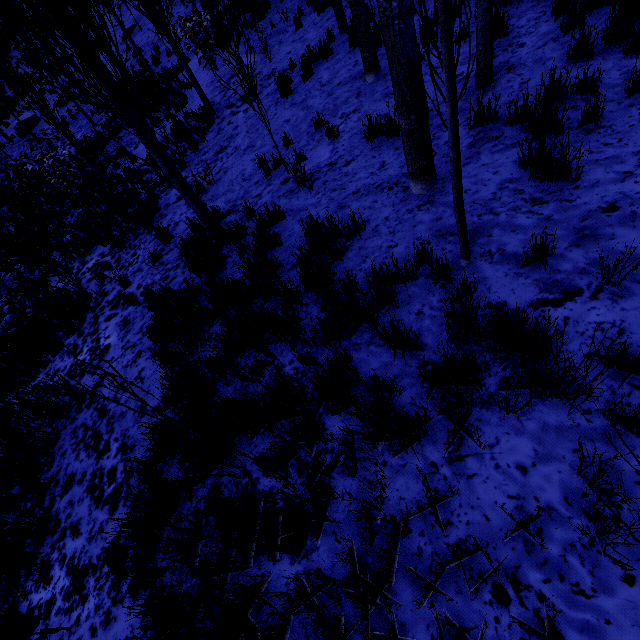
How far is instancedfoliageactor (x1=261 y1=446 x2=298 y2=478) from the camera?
2.50m

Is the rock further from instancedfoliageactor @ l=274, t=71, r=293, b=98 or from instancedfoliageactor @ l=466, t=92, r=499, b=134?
instancedfoliageactor @ l=466, t=92, r=499, b=134

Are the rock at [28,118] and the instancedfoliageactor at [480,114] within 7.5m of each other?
no

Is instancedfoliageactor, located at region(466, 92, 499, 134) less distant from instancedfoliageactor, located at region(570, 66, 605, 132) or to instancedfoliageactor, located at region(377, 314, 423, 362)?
instancedfoliageactor, located at region(570, 66, 605, 132)

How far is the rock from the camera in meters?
20.8

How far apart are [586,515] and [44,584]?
4.8 meters

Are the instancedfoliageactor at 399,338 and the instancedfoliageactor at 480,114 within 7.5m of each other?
yes

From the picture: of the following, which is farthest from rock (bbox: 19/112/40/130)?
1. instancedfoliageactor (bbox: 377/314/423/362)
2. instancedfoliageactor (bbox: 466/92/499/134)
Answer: instancedfoliageactor (bbox: 377/314/423/362)
